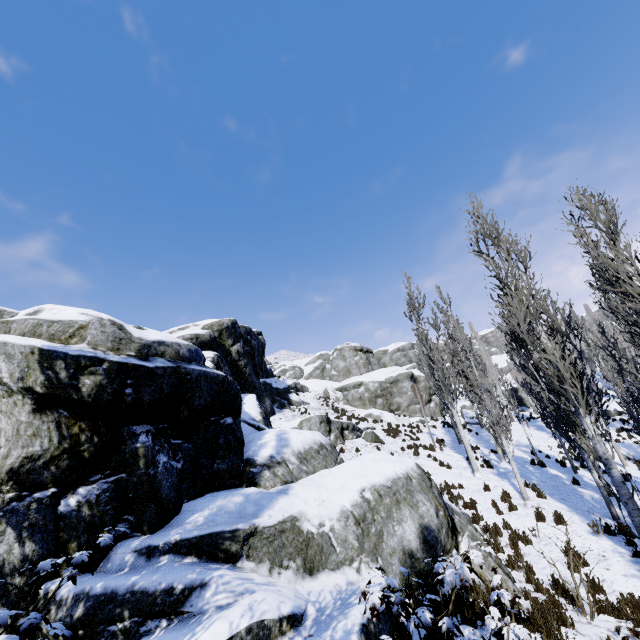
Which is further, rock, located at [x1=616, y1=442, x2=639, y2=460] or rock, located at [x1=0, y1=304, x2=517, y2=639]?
rock, located at [x1=616, y1=442, x2=639, y2=460]

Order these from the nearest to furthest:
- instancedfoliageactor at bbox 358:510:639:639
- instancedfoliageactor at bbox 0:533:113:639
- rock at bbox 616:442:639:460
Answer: instancedfoliageactor at bbox 0:533:113:639 → instancedfoliageactor at bbox 358:510:639:639 → rock at bbox 616:442:639:460

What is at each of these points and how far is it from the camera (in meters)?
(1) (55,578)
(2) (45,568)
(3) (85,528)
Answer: (1) rock, 4.45
(2) instancedfoliageactor, 3.31
(3) rock, 4.84

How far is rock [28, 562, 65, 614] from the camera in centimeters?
410cm

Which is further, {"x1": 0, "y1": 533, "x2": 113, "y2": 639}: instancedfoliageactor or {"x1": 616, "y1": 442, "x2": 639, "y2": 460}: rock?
{"x1": 616, "y1": 442, "x2": 639, "y2": 460}: rock

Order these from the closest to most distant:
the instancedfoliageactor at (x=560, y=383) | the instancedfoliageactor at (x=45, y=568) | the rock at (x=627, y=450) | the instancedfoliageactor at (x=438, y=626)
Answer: the instancedfoliageactor at (x=45, y=568)
the instancedfoliageactor at (x=438, y=626)
the instancedfoliageactor at (x=560, y=383)
the rock at (x=627, y=450)

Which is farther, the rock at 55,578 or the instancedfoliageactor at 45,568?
the rock at 55,578
